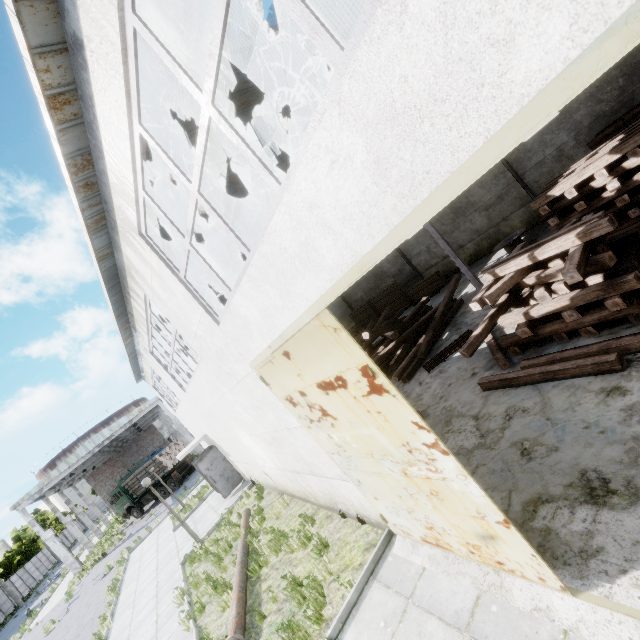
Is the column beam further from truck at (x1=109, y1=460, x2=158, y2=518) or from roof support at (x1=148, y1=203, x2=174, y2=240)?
roof support at (x1=148, y1=203, x2=174, y2=240)

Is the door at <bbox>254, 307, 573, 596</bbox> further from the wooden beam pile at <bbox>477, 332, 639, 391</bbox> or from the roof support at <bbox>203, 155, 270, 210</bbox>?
the wooden beam pile at <bbox>477, 332, 639, 391</bbox>

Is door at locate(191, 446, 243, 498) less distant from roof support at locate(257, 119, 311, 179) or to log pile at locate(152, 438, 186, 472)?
roof support at locate(257, 119, 311, 179)

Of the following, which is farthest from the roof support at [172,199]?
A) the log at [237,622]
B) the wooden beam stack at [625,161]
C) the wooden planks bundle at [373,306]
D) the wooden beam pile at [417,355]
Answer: the wooden planks bundle at [373,306]

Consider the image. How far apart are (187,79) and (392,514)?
6.2 meters

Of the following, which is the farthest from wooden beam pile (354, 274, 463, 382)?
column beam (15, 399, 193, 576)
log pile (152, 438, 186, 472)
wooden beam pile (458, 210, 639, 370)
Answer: column beam (15, 399, 193, 576)

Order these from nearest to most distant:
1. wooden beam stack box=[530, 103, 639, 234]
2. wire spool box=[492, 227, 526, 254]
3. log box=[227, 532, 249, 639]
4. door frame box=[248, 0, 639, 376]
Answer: door frame box=[248, 0, 639, 376]
log box=[227, 532, 249, 639]
wooden beam stack box=[530, 103, 639, 234]
wire spool box=[492, 227, 526, 254]

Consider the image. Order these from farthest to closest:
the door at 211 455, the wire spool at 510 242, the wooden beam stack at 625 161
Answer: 1. the door at 211 455
2. the wire spool at 510 242
3. the wooden beam stack at 625 161
